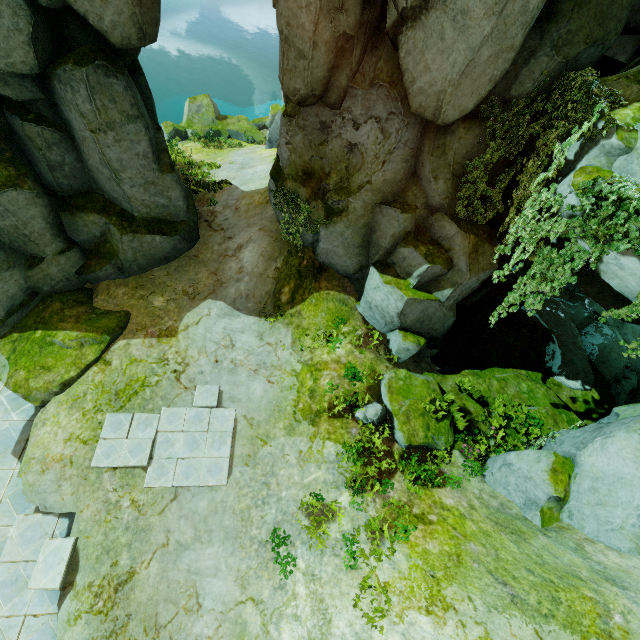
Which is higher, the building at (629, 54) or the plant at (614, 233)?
the building at (629, 54)

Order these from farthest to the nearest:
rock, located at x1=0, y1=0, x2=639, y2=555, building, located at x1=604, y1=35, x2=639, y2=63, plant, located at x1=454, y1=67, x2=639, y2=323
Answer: building, located at x1=604, y1=35, x2=639, y2=63, rock, located at x1=0, y1=0, x2=639, y2=555, plant, located at x1=454, y1=67, x2=639, y2=323

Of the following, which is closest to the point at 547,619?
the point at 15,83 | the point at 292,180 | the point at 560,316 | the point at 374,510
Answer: the point at 374,510

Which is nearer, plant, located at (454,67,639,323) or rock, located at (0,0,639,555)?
plant, located at (454,67,639,323)

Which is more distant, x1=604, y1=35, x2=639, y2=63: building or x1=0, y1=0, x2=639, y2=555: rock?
x1=604, y1=35, x2=639, y2=63: building

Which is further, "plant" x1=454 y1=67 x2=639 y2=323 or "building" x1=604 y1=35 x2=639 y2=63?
"building" x1=604 y1=35 x2=639 y2=63

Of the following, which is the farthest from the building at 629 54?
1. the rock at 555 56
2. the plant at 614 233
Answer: the plant at 614 233

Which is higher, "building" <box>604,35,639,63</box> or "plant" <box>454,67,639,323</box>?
"building" <box>604,35,639,63</box>
